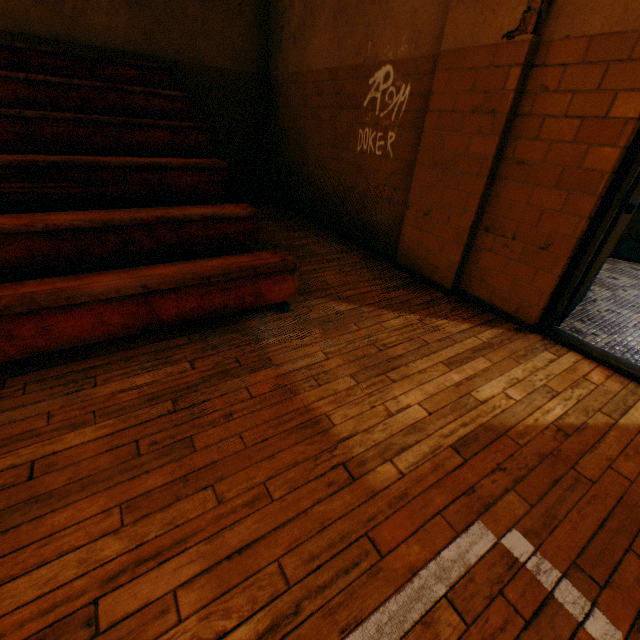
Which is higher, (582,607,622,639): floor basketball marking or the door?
the door

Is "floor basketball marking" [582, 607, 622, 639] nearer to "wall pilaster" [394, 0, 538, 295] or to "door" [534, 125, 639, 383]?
"door" [534, 125, 639, 383]

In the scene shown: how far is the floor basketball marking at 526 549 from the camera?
1.3m

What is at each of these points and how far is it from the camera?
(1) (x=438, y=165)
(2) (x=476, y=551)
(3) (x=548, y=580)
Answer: (1) wall pilaster, 3.0m
(2) floor basketball marking, 1.3m
(3) floor basketball marking, 1.2m

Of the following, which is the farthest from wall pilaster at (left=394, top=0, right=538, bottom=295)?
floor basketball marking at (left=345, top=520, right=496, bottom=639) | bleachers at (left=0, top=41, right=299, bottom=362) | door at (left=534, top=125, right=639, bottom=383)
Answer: floor basketball marking at (left=345, top=520, right=496, bottom=639)

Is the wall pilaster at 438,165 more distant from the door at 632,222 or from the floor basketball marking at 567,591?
the floor basketball marking at 567,591

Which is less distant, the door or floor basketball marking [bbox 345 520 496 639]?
floor basketball marking [bbox 345 520 496 639]

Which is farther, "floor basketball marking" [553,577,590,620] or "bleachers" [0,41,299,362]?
"bleachers" [0,41,299,362]
